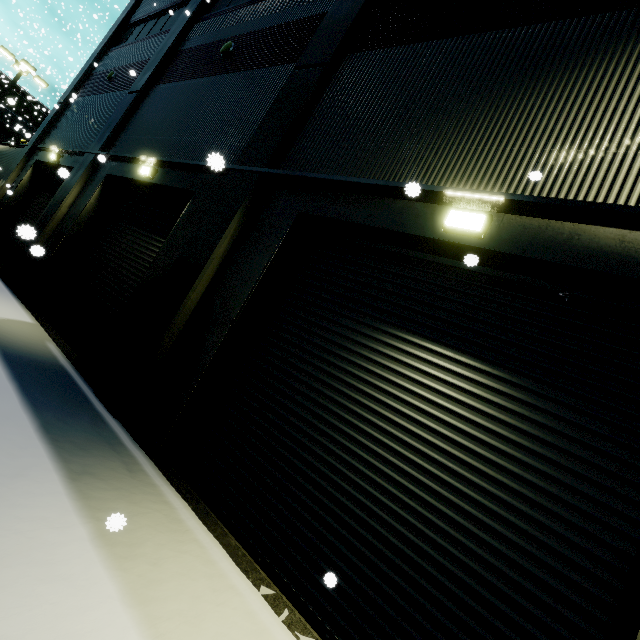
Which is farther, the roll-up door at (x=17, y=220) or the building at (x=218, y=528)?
the roll-up door at (x=17, y=220)

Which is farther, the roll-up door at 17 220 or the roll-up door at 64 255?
the roll-up door at 17 220

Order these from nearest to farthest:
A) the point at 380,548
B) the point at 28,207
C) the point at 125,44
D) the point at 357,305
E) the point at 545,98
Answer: the point at 380,548 < the point at 545,98 < the point at 357,305 < the point at 28,207 < the point at 125,44

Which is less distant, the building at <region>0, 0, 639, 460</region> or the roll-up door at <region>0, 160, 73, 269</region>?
the building at <region>0, 0, 639, 460</region>

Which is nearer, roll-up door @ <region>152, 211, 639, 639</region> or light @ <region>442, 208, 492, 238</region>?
roll-up door @ <region>152, 211, 639, 639</region>

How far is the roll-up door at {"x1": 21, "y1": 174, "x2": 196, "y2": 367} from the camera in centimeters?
750cm

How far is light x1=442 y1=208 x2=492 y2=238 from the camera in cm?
361

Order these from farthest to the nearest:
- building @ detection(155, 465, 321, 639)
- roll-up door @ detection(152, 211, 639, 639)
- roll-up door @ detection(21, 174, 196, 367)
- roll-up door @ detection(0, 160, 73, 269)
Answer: roll-up door @ detection(0, 160, 73, 269), roll-up door @ detection(21, 174, 196, 367), building @ detection(155, 465, 321, 639), roll-up door @ detection(152, 211, 639, 639)
